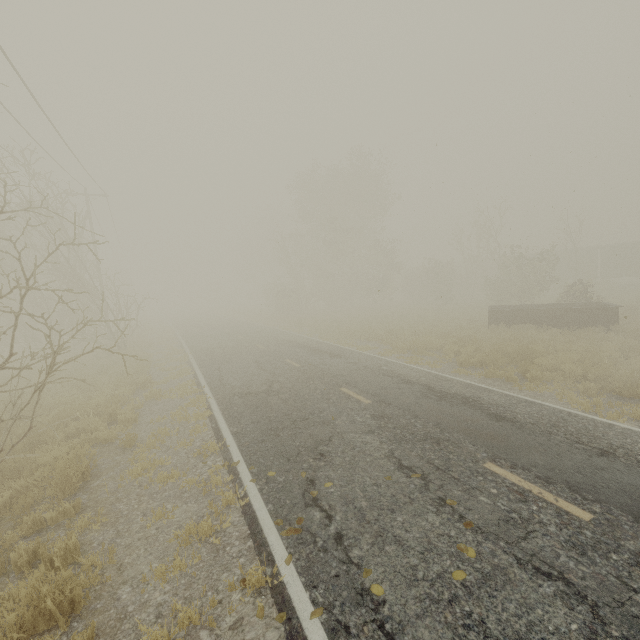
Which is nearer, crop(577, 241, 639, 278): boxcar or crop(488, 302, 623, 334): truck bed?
crop(488, 302, 623, 334): truck bed

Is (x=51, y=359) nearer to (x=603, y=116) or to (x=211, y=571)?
(x=211, y=571)

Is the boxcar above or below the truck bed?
above

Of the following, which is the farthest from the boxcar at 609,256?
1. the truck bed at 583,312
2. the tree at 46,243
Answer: the tree at 46,243

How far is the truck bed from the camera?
16.1 meters

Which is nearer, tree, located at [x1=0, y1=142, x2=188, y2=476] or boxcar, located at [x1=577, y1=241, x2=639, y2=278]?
tree, located at [x1=0, y1=142, x2=188, y2=476]

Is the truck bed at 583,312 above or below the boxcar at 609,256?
below

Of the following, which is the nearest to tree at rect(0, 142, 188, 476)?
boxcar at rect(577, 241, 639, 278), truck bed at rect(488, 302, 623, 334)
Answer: truck bed at rect(488, 302, 623, 334)
